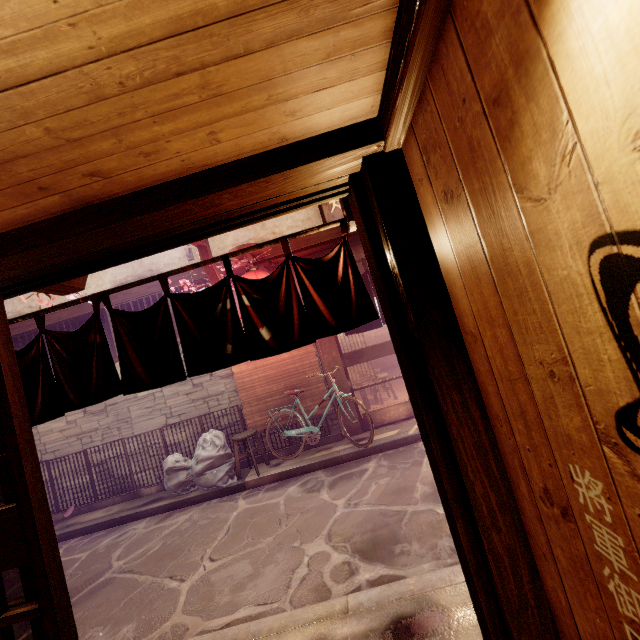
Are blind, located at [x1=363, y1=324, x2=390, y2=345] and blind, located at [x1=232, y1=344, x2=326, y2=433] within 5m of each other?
no

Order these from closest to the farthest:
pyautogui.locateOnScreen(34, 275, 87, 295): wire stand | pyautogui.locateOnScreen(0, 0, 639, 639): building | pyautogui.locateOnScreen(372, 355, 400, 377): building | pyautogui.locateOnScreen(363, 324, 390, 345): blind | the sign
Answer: pyautogui.locateOnScreen(0, 0, 639, 639): building < pyautogui.locateOnScreen(34, 275, 87, 295): wire stand < the sign < pyautogui.locateOnScreen(372, 355, 400, 377): building < pyautogui.locateOnScreen(363, 324, 390, 345): blind

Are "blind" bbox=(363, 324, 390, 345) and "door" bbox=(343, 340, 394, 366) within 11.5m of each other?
no

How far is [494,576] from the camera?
2.5 meters

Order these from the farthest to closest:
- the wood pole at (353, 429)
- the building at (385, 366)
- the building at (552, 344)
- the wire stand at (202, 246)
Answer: the building at (385, 366)
the wood pole at (353, 429)
the wire stand at (202, 246)
the building at (552, 344)

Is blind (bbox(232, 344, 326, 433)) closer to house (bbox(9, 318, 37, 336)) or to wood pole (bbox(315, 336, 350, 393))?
wood pole (bbox(315, 336, 350, 393))

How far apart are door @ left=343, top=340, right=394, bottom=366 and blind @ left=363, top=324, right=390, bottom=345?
13.93m

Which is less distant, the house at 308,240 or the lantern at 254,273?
the lantern at 254,273
